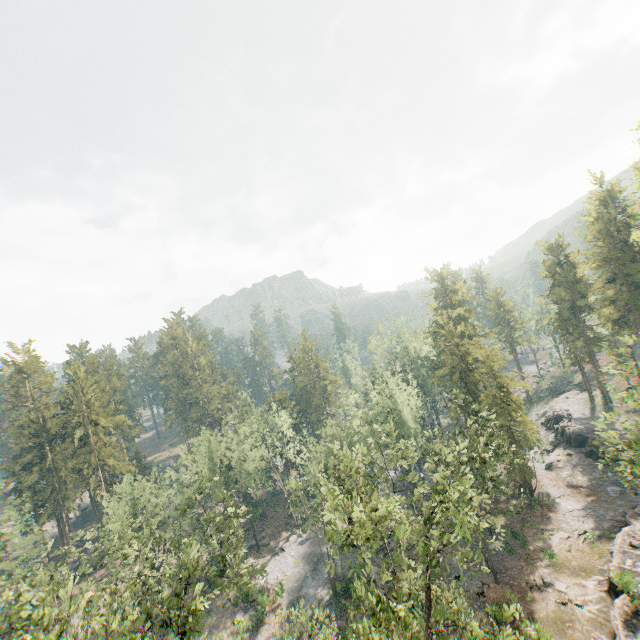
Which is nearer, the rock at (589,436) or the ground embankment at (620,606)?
the ground embankment at (620,606)

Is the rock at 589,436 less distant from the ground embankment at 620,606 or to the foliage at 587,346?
the ground embankment at 620,606

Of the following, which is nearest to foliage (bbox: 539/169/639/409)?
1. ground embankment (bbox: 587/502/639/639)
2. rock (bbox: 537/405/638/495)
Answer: ground embankment (bbox: 587/502/639/639)

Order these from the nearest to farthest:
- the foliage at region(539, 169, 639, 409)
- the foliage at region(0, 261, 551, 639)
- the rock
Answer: the foliage at region(0, 261, 551, 639), the rock, the foliage at region(539, 169, 639, 409)

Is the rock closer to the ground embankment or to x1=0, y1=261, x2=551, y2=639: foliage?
the ground embankment

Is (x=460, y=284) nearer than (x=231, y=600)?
No

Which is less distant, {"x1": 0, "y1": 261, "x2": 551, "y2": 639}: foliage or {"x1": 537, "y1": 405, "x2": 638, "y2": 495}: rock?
{"x1": 0, "y1": 261, "x2": 551, "y2": 639}: foliage
